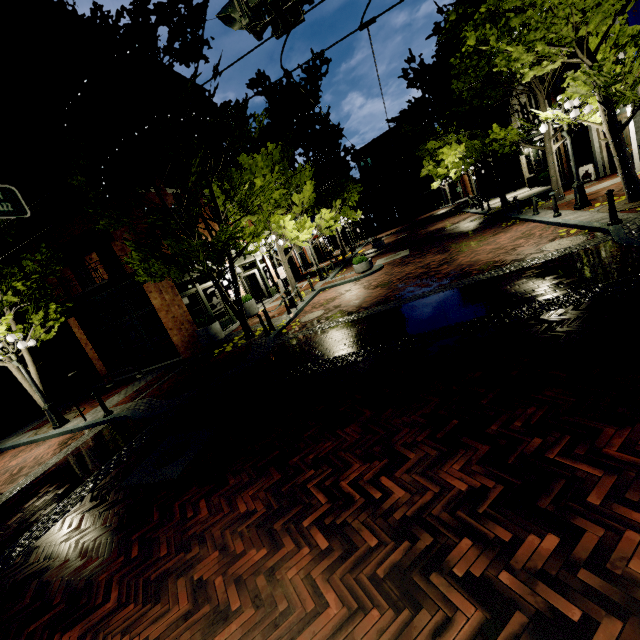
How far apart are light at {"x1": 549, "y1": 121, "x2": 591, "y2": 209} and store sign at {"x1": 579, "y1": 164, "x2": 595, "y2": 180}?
7.01m

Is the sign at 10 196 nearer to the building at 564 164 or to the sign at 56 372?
the sign at 56 372

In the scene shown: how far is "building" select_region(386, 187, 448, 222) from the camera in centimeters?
5094cm

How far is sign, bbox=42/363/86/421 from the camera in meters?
9.7 m

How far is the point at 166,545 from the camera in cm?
380

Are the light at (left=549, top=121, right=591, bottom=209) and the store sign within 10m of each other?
yes

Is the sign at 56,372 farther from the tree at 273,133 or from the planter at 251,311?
the planter at 251,311

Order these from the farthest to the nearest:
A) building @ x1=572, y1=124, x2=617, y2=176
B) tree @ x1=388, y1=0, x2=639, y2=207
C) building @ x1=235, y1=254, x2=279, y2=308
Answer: building @ x1=235, y1=254, x2=279, y2=308 < building @ x1=572, y1=124, x2=617, y2=176 < tree @ x1=388, y1=0, x2=639, y2=207
